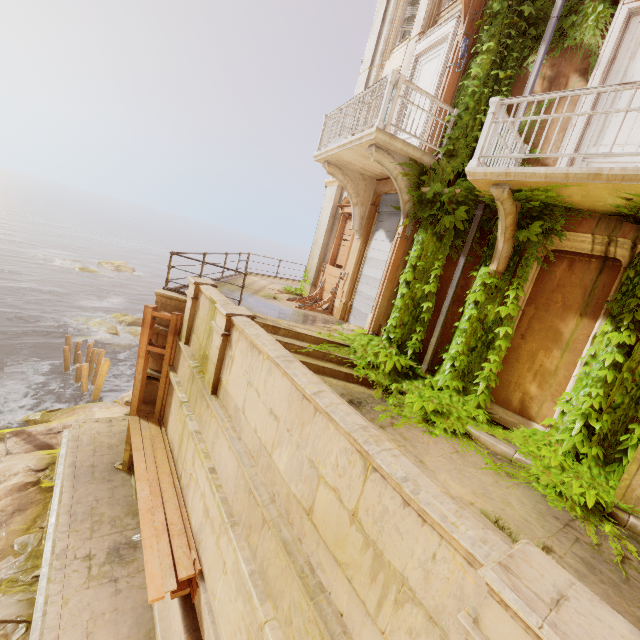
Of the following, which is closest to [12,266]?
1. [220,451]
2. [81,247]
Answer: [81,247]

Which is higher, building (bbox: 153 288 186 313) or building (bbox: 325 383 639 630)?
building (bbox: 153 288 186 313)

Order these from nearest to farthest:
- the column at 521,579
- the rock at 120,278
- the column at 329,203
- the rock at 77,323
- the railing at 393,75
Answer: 1. the column at 521,579
2. the railing at 393,75
3. the column at 329,203
4. the rock at 77,323
5. the rock at 120,278

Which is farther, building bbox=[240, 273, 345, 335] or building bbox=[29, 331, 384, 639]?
building bbox=[240, 273, 345, 335]

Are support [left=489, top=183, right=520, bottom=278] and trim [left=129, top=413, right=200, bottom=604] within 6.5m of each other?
no

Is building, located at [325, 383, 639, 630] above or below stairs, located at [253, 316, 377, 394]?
below

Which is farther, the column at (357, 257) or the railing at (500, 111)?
the column at (357, 257)

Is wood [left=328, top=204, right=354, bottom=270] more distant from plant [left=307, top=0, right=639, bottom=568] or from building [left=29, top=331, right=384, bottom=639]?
plant [left=307, top=0, right=639, bottom=568]
